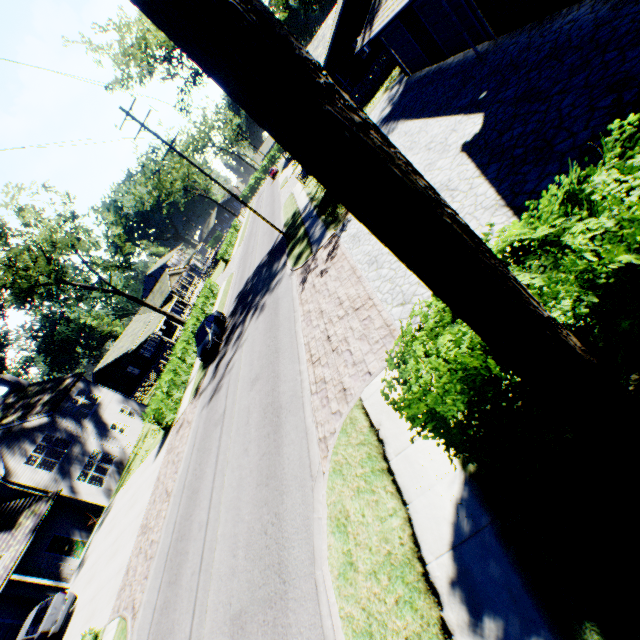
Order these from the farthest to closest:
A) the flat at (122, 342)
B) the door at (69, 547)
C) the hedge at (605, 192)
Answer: the flat at (122, 342) → the door at (69, 547) → the hedge at (605, 192)

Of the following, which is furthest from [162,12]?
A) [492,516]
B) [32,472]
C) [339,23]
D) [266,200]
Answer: [266,200]

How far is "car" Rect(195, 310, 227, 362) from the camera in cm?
2192

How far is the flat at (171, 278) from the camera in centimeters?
5000cm

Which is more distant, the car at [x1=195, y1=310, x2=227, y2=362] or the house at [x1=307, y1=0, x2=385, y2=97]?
the house at [x1=307, y1=0, x2=385, y2=97]

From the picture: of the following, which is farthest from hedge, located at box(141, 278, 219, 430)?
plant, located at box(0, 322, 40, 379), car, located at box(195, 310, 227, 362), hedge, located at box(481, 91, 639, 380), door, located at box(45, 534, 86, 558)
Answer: plant, located at box(0, 322, 40, 379)

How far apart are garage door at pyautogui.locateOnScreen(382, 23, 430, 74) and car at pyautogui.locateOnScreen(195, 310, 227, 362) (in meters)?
20.90

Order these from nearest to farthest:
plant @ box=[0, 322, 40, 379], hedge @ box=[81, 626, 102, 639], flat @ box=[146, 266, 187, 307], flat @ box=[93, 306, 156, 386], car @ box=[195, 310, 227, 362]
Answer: hedge @ box=[81, 626, 102, 639]
car @ box=[195, 310, 227, 362]
flat @ box=[93, 306, 156, 386]
flat @ box=[146, 266, 187, 307]
plant @ box=[0, 322, 40, 379]
